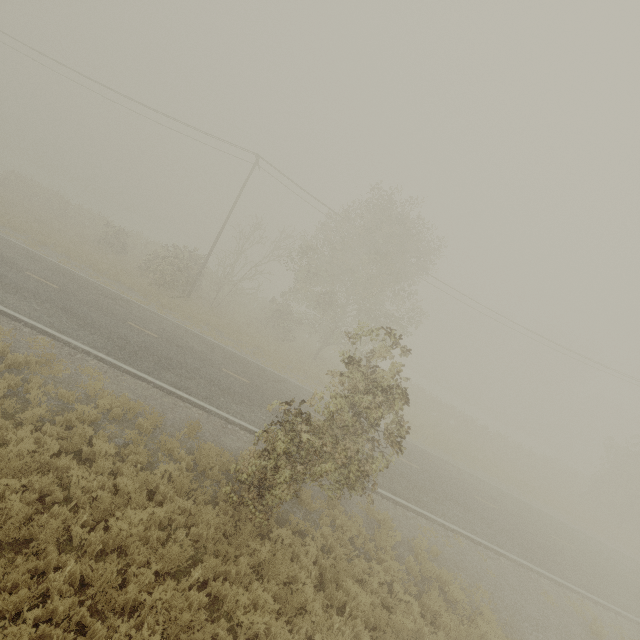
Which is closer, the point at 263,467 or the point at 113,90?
the point at 263,467

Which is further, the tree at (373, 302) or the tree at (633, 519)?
the tree at (633, 519)

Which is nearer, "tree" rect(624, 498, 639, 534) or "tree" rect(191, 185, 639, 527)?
"tree" rect(191, 185, 639, 527)
